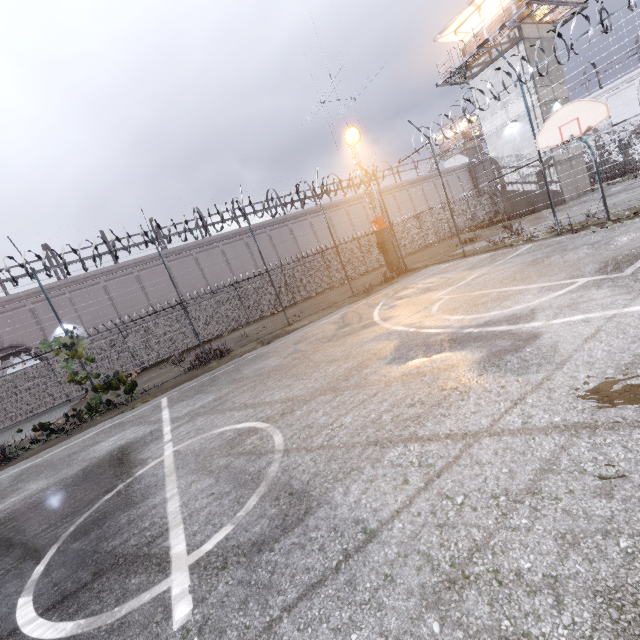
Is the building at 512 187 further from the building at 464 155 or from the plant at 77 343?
the plant at 77 343

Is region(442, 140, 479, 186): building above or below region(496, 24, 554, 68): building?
below

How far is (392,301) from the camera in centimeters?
1131cm

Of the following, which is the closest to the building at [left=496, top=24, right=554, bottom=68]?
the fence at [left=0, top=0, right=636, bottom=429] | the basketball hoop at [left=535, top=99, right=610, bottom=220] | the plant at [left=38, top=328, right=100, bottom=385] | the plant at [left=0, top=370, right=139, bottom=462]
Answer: the fence at [left=0, top=0, right=636, bottom=429]

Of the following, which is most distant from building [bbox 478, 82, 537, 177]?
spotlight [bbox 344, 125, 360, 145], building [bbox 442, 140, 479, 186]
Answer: building [bbox 442, 140, 479, 186]

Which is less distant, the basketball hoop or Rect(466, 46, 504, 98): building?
the basketball hoop

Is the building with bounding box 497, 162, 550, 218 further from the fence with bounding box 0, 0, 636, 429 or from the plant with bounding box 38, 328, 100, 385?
the plant with bounding box 38, 328, 100, 385
